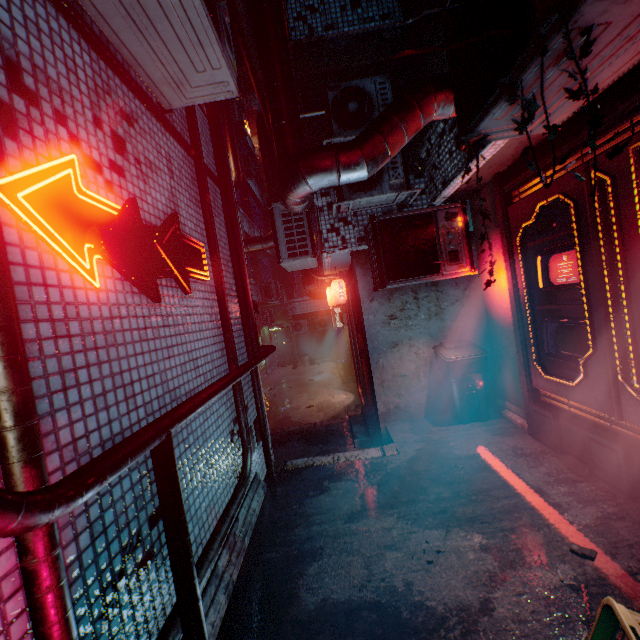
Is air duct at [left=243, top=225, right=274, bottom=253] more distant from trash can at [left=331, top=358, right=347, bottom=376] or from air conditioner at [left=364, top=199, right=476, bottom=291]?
trash can at [left=331, top=358, right=347, bottom=376]

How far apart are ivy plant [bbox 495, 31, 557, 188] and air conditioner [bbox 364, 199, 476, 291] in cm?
231

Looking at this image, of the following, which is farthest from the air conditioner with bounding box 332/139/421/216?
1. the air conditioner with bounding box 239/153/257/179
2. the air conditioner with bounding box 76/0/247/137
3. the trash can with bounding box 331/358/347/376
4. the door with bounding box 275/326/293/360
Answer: the door with bounding box 275/326/293/360

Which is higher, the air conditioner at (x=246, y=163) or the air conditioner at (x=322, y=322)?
the air conditioner at (x=246, y=163)

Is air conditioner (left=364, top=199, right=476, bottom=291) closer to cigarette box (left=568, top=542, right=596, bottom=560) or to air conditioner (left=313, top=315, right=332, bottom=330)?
cigarette box (left=568, top=542, right=596, bottom=560)

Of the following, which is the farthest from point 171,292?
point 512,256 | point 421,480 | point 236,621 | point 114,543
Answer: point 512,256

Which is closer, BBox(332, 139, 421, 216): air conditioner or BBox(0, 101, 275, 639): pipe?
BBox(0, 101, 275, 639): pipe

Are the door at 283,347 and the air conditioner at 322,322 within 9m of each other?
yes
